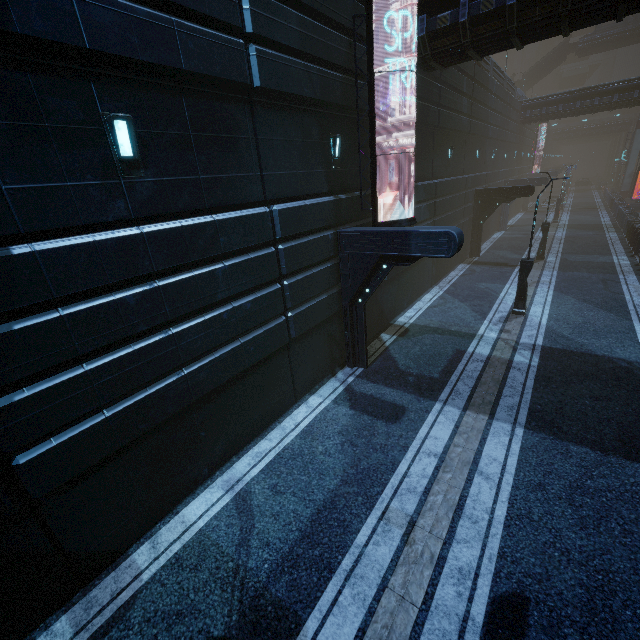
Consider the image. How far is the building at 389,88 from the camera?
10.8m

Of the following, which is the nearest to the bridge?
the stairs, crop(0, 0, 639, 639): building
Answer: the stairs

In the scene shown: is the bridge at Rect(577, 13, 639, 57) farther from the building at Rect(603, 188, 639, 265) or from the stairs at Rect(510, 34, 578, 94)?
the building at Rect(603, 188, 639, 265)

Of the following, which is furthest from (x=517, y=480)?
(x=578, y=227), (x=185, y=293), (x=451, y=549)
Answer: (x=578, y=227)

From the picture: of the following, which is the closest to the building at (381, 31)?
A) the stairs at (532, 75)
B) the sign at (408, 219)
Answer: the sign at (408, 219)

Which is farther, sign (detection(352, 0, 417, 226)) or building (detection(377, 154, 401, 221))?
building (detection(377, 154, 401, 221))

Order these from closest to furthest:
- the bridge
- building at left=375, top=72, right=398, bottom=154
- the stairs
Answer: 1. building at left=375, top=72, right=398, bottom=154
2. the bridge
3. the stairs
